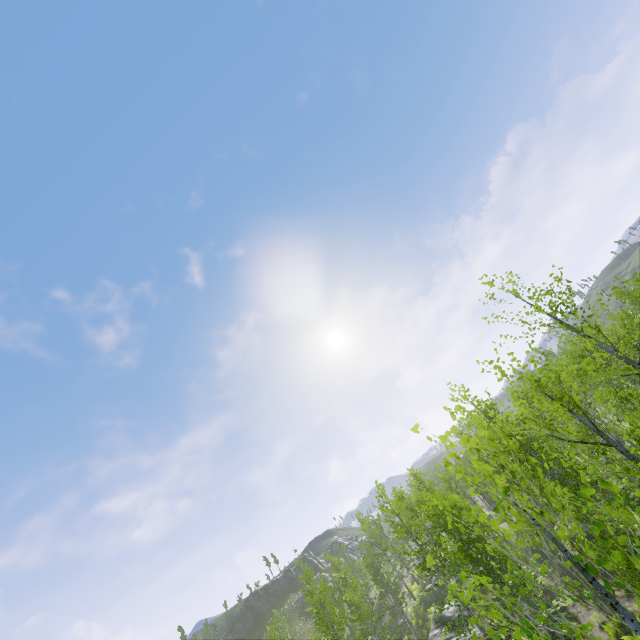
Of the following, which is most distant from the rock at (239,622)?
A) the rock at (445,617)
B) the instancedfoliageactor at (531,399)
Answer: the instancedfoliageactor at (531,399)

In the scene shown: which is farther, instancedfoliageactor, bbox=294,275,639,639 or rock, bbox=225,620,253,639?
rock, bbox=225,620,253,639

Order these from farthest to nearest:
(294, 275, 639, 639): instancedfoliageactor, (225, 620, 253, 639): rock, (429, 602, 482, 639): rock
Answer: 1. (225, 620, 253, 639): rock
2. (429, 602, 482, 639): rock
3. (294, 275, 639, 639): instancedfoliageactor

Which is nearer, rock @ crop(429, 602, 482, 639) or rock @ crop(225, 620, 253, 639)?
rock @ crop(429, 602, 482, 639)

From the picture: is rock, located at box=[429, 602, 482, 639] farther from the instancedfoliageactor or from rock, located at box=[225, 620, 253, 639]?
rock, located at box=[225, 620, 253, 639]

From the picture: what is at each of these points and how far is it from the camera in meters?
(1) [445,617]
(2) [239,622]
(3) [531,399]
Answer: (1) rock, 26.2 m
(2) rock, 59.8 m
(3) instancedfoliageactor, 29.5 m

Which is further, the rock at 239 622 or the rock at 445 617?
the rock at 239 622

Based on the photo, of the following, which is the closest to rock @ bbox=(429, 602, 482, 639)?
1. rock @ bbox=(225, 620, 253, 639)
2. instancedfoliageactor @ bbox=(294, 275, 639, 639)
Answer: instancedfoliageactor @ bbox=(294, 275, 639, 639)
